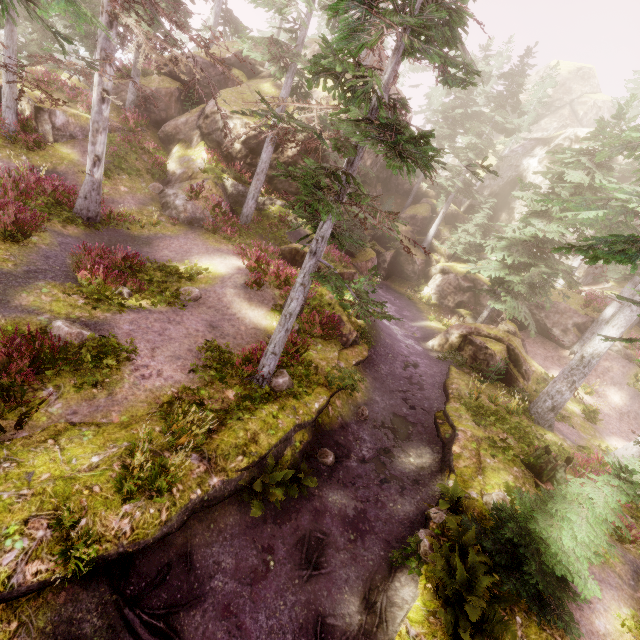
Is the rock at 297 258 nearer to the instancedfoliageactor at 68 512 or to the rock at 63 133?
the instancedfoliageactor at 68 512

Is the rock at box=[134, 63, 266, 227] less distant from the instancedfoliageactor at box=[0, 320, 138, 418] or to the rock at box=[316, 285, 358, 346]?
the instancedfoliageactor at box=[0, 320, 138, 418]

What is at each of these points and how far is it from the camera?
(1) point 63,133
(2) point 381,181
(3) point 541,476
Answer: (1) rock, 17.2m
(2) rock, 37.2m
(3) tree trunk, 10.7m

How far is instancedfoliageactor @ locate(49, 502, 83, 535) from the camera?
4.92m

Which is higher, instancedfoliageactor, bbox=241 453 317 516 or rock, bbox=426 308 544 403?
rock, bbox=426 308 544 403

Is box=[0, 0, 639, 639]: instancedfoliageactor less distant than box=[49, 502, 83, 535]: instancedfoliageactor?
No

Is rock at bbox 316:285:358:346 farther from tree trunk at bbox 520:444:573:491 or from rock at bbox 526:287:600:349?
tree trunk at bbox 520:444:573:491
